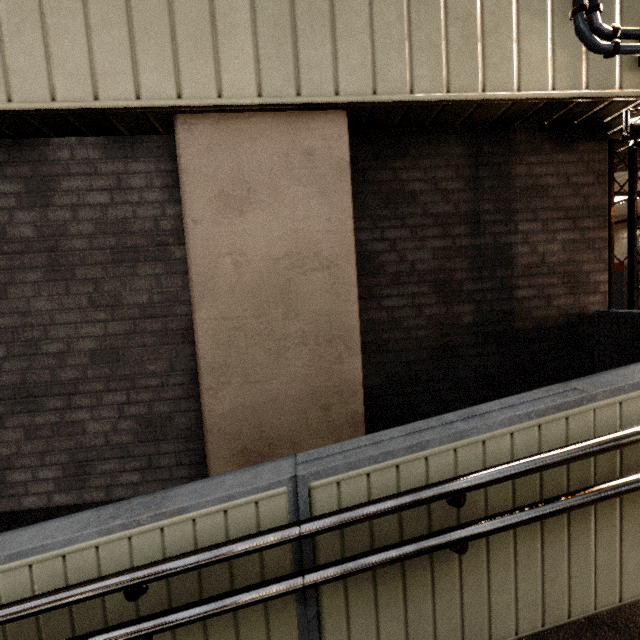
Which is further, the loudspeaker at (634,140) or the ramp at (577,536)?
the loudspeaker at (634,140)

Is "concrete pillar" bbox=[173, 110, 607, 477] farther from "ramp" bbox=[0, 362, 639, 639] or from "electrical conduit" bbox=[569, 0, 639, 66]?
"ramp" bbox=[0, 362, 639, 639]

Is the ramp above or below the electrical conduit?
below

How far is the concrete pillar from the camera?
2.6m

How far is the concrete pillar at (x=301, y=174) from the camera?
2.56m

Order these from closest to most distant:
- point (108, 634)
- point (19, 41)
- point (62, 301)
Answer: point (108, 634) < point (19, 41) < point (62, 301)

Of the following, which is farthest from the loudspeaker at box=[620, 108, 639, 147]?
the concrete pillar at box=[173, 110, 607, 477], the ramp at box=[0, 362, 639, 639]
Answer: the ramp at box=[0, 362, 639, 639]
